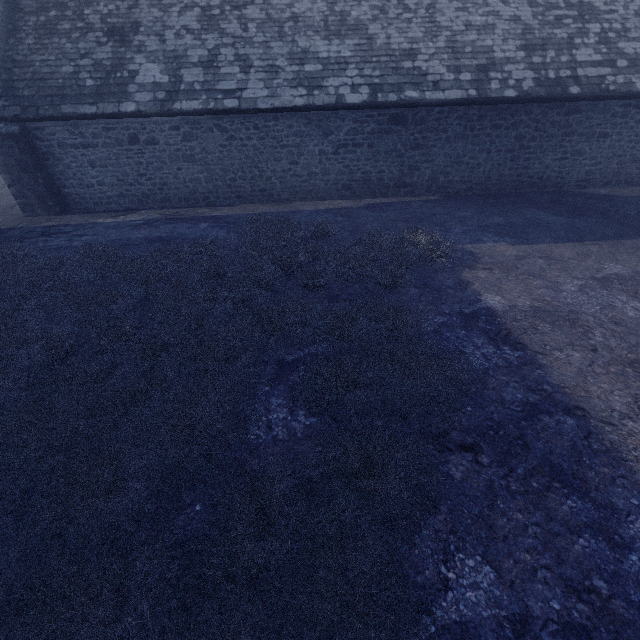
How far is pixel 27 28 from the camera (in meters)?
9.97
